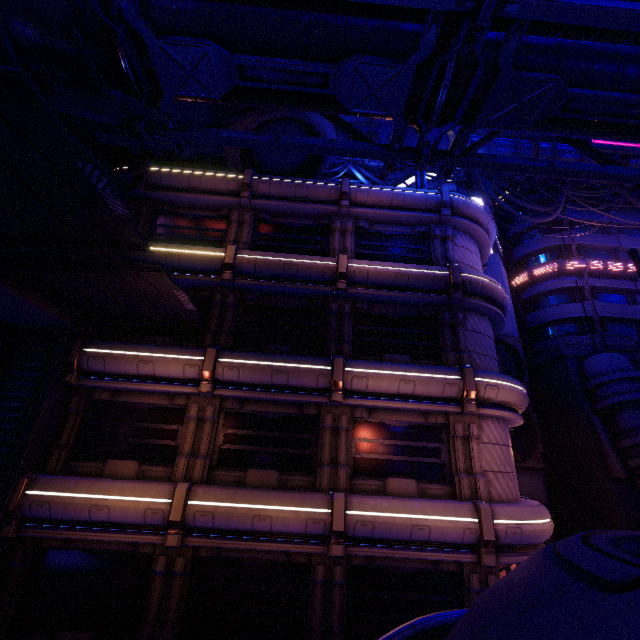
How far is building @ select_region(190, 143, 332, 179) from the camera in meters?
16.5

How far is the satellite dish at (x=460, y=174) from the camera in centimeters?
1709cm

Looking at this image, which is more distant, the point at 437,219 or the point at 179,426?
the point at 437,219

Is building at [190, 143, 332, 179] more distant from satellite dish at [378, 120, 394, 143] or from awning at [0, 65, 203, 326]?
awning at [0, 65, 203, 326]

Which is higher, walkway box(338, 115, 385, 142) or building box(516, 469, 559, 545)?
walkway box(338, 115, 385, 142)

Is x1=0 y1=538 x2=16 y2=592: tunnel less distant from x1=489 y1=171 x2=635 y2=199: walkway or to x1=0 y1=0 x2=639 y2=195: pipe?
x1=0 y1=0 x2=639 y2=195: pipe

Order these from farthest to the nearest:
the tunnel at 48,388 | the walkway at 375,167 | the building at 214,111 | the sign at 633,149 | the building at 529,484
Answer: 1. the walkway at 375,167
2. the sign at 633,149
3. the building at 529,484
4. the building at 214,111
5. the tunnel at 48,388

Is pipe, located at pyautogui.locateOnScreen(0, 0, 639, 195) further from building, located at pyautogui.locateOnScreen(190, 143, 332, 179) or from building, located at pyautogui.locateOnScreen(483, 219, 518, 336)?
building, located at pyautogui.locateOnScreen(483, 219, 518, 336)
